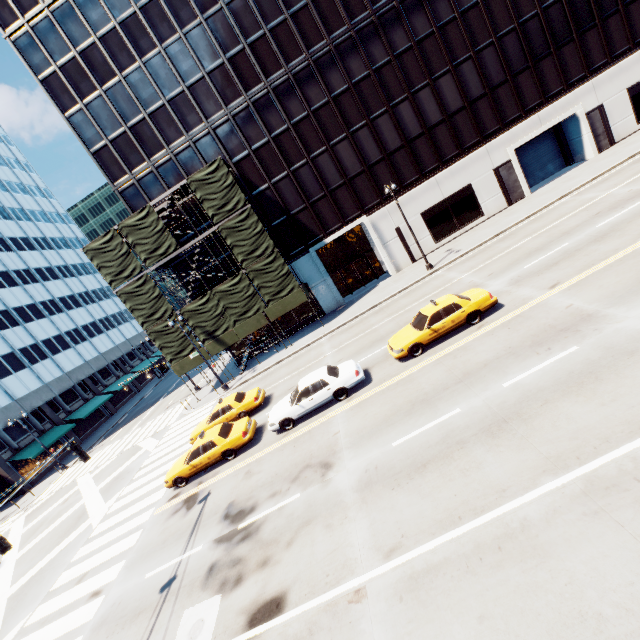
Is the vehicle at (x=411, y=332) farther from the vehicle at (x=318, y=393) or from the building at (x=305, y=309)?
the building at (x=305, y=309)

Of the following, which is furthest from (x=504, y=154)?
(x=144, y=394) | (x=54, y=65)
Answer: (x=144, y=394)

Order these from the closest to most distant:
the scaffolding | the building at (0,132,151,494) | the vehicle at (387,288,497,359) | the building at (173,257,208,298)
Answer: the vehicle at (387,288,497,359)
the scaffolding
the building at (173,257,208,298)
the building at (0,132,151,494)

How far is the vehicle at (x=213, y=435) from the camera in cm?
1566

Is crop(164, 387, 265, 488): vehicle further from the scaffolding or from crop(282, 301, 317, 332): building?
crop(282, 301, 317, 332): building

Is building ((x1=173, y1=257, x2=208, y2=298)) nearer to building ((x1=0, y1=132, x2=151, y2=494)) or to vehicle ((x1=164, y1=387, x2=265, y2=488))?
vehicle ((x1=164, y1=387, x2=265, y2=488))

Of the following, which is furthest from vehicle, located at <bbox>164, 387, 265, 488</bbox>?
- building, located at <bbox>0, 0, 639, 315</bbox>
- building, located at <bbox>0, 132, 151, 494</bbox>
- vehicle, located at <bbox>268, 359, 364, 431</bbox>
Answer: building, located at <bbox>0, 132, 151, 494</bbox>

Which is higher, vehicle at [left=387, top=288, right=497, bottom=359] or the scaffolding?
the scaffolding
